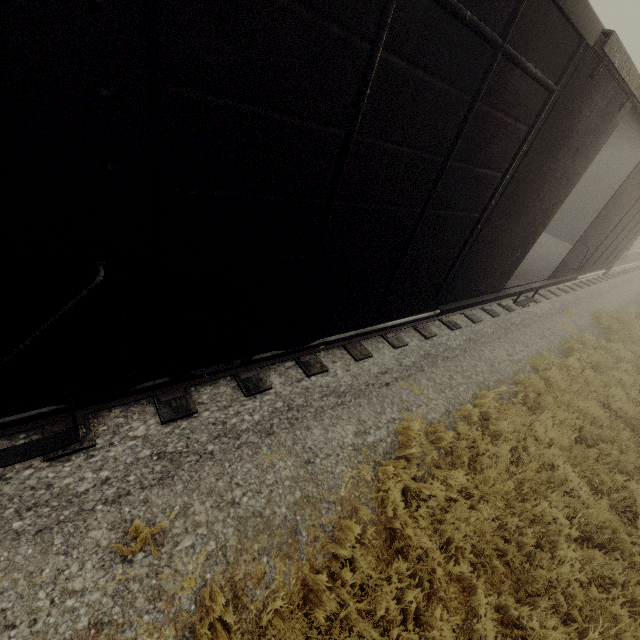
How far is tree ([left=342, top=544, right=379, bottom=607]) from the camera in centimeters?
328cm

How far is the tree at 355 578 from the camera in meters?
3.3

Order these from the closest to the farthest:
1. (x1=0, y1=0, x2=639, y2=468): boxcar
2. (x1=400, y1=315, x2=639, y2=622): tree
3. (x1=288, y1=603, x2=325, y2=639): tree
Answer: (x1=0, y1=0, x2=639, y2=468): boxcar
(x1=288, y1=603, x2=325, y2=639): tree
(x1=400, y1=315, x2=639, y2=622): tree

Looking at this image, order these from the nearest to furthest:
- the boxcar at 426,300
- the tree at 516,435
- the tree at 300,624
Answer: the boxcar at 426,300 < the tree at 300,624 < the tree at 516,435

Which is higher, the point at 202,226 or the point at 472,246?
the point at 202,226

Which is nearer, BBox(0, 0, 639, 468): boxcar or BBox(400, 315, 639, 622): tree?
BBox(0, 0, 639, 468): boxcar
